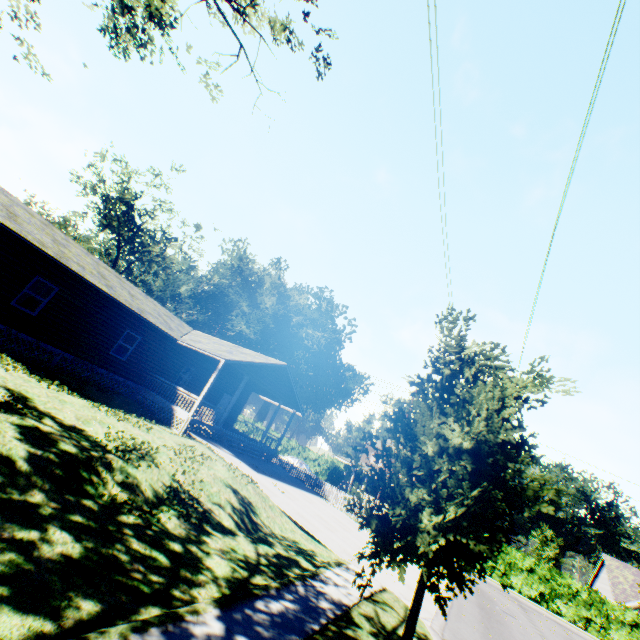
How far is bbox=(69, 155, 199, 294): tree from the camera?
40.0m

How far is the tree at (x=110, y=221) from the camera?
40.0 meters

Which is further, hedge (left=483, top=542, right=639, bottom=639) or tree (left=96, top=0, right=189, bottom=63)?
hedge (left=483, top=542, right=639, bottom=639)

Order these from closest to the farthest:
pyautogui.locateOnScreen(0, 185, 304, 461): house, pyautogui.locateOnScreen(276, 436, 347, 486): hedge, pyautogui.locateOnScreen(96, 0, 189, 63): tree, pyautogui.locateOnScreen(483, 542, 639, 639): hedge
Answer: pyautogui.locateOnScreen(96, 0, 189, 63): tree
pyautogui.locateOnScreen(0, 185, 304, 461): house
pyautogui.locateOnScreen(483, 542, 639, 639): hedge
pyautogui.locateOnScreen(276, 436, 347, 486): hedge

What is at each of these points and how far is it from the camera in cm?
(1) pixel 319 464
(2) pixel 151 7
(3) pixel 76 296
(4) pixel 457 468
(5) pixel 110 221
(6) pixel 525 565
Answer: (1) hedge, 4325
(2) tree, 912
(3) house, 1598
(4) tree, 505
(5) tree, 4197
(6) hedge, 3033

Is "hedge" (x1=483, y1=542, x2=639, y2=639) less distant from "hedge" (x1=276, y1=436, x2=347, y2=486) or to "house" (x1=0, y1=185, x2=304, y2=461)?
"hedge" (x1=276, y1=436, x2=347, y2=486)

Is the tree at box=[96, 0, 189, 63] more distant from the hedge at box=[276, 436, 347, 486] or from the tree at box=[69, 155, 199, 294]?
the tree at box=[69, 155, 199, 294]

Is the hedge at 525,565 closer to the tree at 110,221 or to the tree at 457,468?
the tree at 457,468
